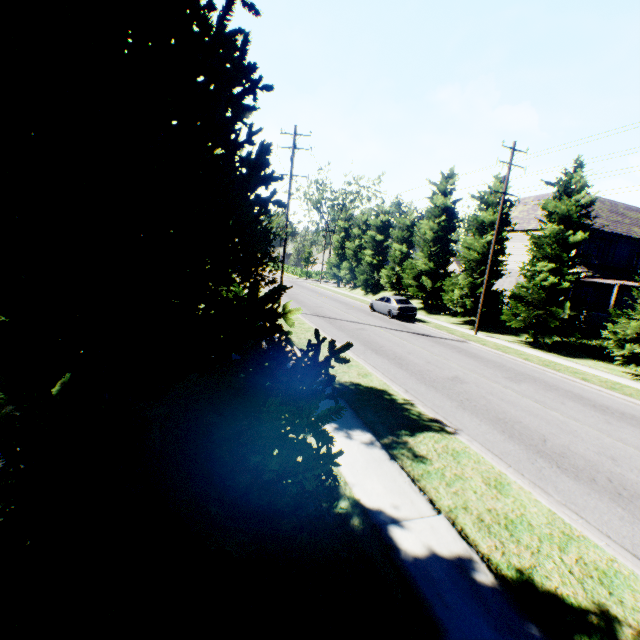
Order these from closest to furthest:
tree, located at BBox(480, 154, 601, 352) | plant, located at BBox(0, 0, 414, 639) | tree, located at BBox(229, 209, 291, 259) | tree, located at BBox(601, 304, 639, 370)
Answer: plant, located at BBox(0, 0, 414, 639) < tree, located at BBox(229, 209, 291, 259) < tree, located at BBox(601, 304, 639, 370) < tree, located at BBox(480, 154, 601, 352)

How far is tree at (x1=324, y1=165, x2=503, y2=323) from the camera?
23.4m

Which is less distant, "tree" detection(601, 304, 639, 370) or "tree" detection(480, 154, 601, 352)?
"tree" detection(601, 304, 639, 370)

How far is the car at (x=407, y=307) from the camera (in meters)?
23.81

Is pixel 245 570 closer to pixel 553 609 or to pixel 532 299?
pixel 553 609

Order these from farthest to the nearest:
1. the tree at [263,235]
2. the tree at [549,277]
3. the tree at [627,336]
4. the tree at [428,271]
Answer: the tree at [428,271] → the tree at [549,277] → the tree at [627,336] → the tree at [263,235]

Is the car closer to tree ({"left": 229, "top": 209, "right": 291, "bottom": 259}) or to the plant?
tree ({"left": 229, "top": 209, "right": 291, "bottom": 259})
